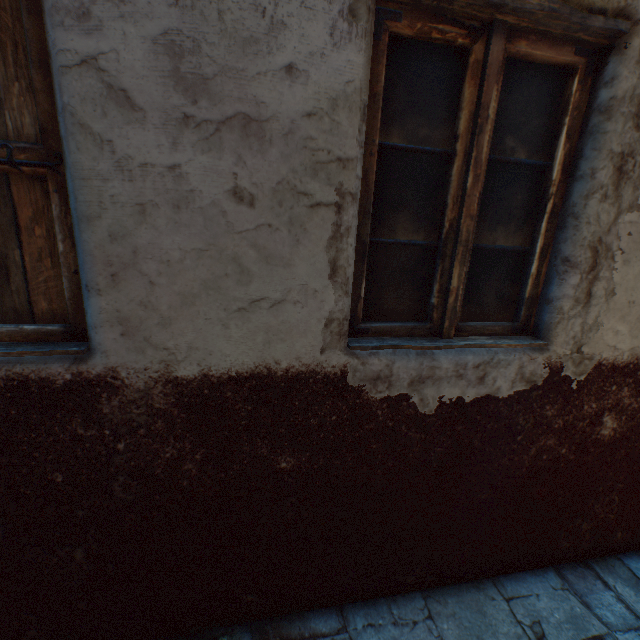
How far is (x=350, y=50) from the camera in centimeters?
106cm
